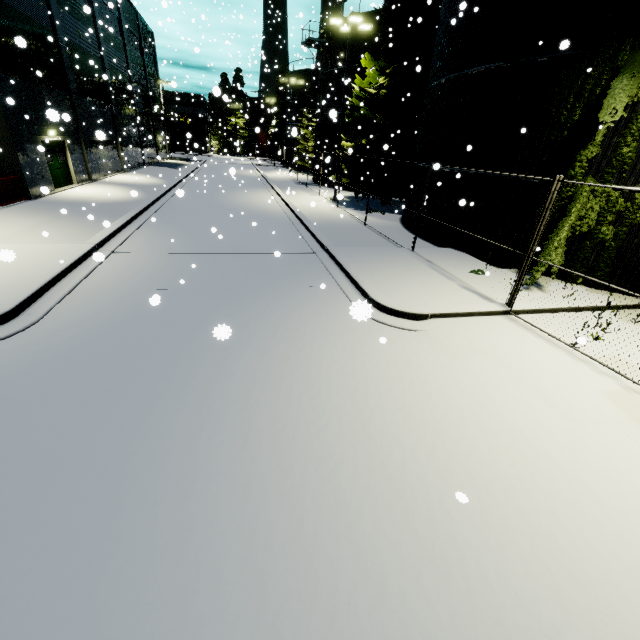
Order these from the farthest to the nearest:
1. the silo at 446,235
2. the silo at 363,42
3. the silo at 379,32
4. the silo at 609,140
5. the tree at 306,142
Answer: the tree at 306,142
the silo at 363,42
the silo at 379,32
the silo at 446,235
the silo at 609,140

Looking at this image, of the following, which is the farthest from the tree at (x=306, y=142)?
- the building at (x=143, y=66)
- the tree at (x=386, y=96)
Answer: the tree at (x=386, y=96)

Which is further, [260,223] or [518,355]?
[260,223]

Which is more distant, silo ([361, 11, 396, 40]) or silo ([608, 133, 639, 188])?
silo ([361, 11, 396, 40])

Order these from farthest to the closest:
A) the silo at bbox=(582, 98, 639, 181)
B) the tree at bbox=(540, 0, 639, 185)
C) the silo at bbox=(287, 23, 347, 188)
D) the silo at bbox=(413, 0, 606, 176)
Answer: the silo at bbox=(287, 23, 347, 188) → the silo at bbox=(413, 0, 606, 176) → the silo at bbox=(582, 98, 639, 181) → the tree at bbox=(540, 0, 639, 185)

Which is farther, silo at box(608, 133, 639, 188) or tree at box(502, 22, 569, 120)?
tree at box(502, 22, 569, 120)

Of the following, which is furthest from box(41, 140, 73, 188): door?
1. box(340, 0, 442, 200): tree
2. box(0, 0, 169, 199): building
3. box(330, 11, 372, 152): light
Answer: box(330, 11, 372, 152): light
